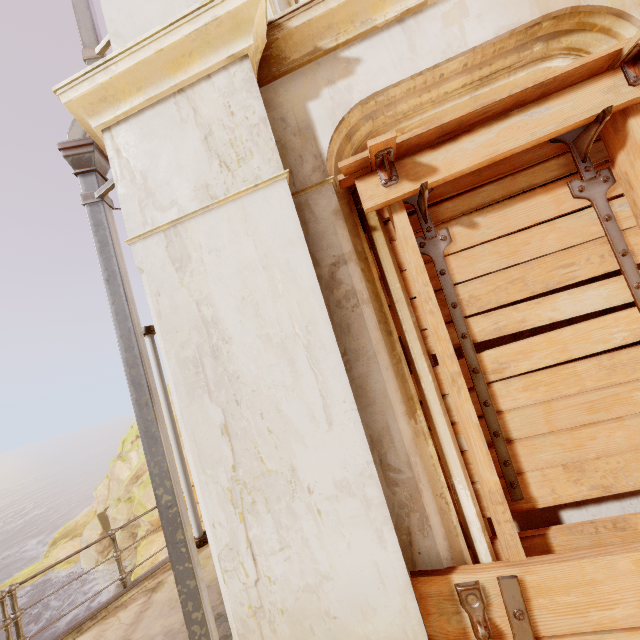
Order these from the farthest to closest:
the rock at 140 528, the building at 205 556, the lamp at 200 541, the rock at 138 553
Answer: the rock at 140 528 < the rock at 138 553 < the building at 205 556 < the lamp at 200 541

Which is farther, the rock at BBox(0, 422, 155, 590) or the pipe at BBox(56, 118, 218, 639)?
the rock at BBox(0, 422, 155, 590)

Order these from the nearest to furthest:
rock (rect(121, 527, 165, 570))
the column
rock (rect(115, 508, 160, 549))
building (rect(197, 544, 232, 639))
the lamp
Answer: the column, the lamp, building (rect(197, 544, 232, 639)), rock (rect(121, 527, 165, 570)), rock (rect(115, 508, 160, 549))

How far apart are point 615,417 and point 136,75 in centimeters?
318cm

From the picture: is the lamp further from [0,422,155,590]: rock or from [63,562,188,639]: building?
[0,422,155,590]: rock

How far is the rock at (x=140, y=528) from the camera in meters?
23.4 m

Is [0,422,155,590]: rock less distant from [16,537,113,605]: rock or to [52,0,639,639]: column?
[16,537,113,605]: rock

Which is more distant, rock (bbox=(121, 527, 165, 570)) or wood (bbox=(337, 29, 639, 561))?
rock (bbox=(121, 527, 165, 570))
